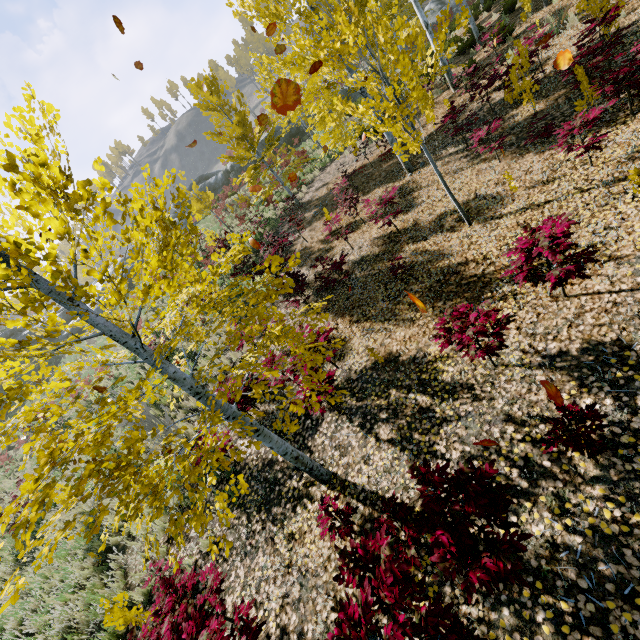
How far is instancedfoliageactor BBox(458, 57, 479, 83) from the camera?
8.9m

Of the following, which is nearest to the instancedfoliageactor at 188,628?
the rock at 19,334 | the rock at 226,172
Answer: the rock at 226,172

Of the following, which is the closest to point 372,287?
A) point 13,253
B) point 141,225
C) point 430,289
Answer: point 430,289

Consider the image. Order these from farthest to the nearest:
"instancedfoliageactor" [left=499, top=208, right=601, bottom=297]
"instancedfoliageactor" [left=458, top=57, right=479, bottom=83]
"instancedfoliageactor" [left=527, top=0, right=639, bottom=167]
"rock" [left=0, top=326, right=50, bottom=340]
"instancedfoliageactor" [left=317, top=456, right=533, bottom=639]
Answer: "rock" [left=0, top=326, right=50, bottom=340], "instancedfoliageactor" [left=458, top=57, right=479, bottom=83], "instancedfoliageactor" [left=527, top=0, right=639, bottom=167], "instancedfoliageactor" [left=499, top=208, right=601, bottom=297], "instancedfoliageactor" [left=317, top=456, right=533, bottom=639]

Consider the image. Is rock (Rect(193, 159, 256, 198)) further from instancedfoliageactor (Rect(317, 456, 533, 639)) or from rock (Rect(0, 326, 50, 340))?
rock (Rect(0, 326, 50, 340))

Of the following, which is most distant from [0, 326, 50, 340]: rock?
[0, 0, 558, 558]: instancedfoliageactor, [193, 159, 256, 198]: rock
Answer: [0, 0, 558, 558]: instancedfoliageactor

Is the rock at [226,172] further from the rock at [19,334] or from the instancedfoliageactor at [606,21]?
the rock at [19,334]
